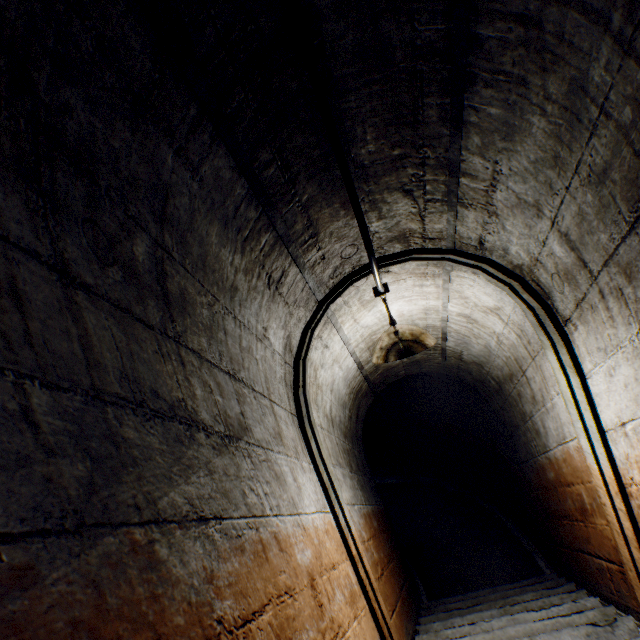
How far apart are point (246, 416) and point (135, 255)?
0.81m

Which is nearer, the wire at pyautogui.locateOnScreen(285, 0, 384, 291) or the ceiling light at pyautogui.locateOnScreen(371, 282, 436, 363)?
the wire at pyautogui.locateOnScreen(285, 0, 384, 291)

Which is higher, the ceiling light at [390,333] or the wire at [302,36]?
the wire at [302,36]

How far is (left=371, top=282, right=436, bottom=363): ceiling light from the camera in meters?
2.1 m

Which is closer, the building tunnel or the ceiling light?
the building tunnel

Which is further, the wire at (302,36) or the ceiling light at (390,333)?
the ceiling light at (390,333)

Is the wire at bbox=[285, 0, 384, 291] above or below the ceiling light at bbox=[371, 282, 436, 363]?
above
